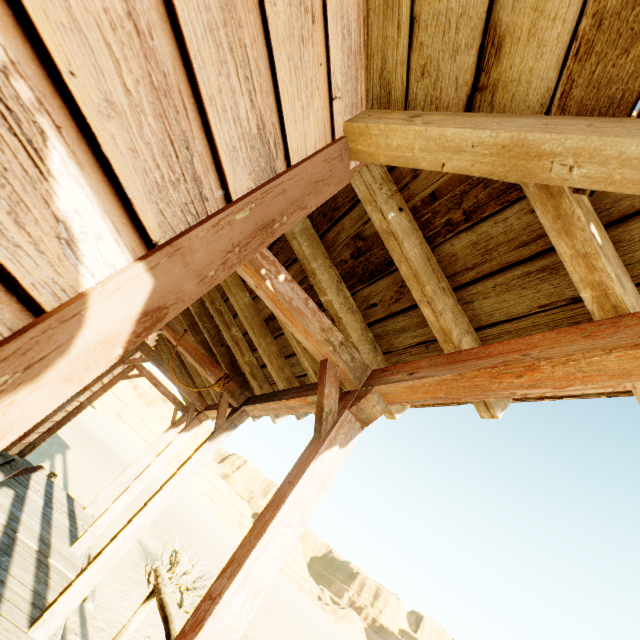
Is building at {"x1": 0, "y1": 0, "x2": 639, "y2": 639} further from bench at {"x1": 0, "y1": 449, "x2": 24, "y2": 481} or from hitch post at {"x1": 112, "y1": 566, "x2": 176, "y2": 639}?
hitch post at {"x1": 112, "y1": 566, "x2": 176, "y2": 639}

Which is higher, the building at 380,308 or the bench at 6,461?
the building at 380,308

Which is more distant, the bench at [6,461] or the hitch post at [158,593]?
the bench at [6,461]

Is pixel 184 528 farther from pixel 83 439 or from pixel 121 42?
pixel 121 42

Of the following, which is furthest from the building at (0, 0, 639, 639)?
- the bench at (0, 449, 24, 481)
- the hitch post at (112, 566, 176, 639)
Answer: the hitch post at (112, 566, 176, 639)

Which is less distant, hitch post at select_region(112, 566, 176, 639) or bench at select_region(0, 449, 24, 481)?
hitch post at select_region(112, 566, 176, 639)

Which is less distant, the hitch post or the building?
the building
